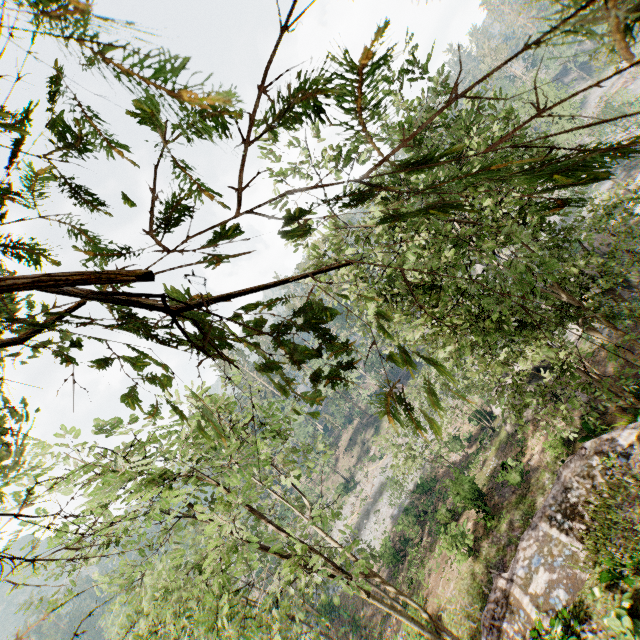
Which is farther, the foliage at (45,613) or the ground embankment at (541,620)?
the ground embankment at (541,620)

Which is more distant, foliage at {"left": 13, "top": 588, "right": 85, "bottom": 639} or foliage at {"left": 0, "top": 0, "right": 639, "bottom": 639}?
foliage at {"left": 13, "top": 588, "right": 85, "bottom": 639}

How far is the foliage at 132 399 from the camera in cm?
321

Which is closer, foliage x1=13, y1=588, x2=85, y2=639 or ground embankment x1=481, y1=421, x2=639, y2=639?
foliage x1=13, y1=588, x2=85, y2=639

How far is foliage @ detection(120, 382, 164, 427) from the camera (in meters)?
3.21

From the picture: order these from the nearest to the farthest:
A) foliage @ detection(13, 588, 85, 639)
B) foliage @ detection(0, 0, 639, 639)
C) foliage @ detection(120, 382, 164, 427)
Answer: foliage @ detection(0, 0, 639, 639) < foliage @ detection(120, 382, 164, 427) < foliage @ detection(13, 588, 85, 639)

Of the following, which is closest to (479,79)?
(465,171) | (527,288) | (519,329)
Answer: (519,329)
